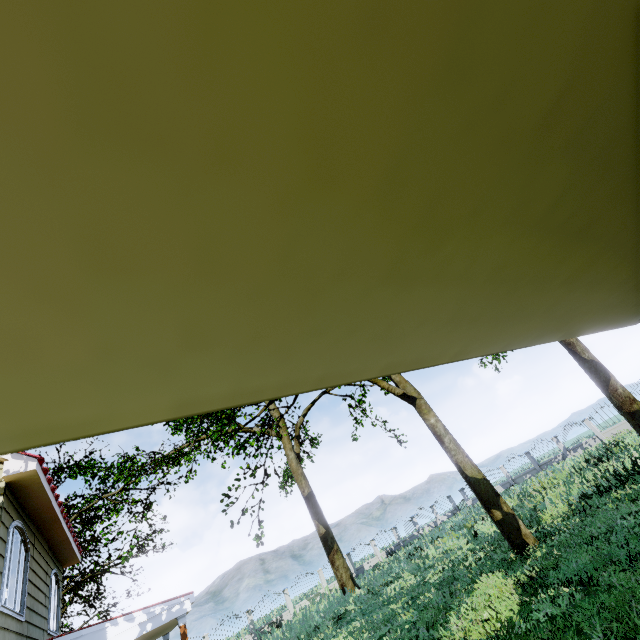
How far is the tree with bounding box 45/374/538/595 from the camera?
11.4m

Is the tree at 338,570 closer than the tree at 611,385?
Yes

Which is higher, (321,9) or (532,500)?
(321,9)

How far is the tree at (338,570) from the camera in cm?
1135

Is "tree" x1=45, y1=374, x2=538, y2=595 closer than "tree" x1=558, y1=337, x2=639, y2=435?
Yes
